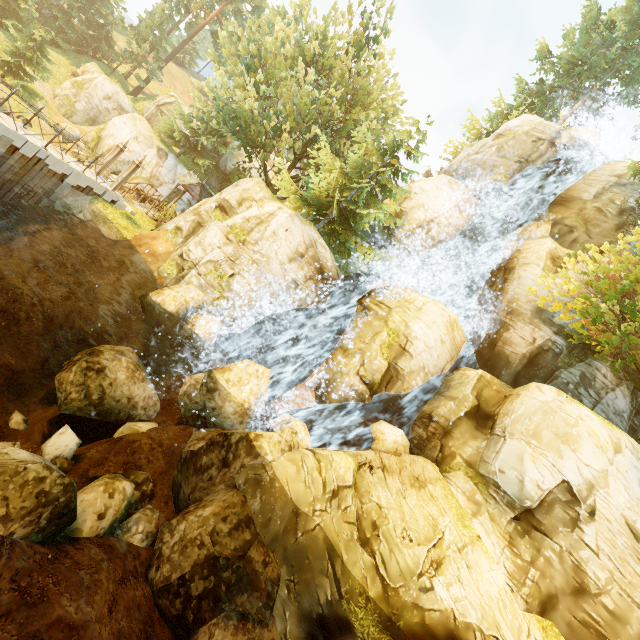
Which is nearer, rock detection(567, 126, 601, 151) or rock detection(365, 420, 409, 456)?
rock detection(365, 420, 409, 456)

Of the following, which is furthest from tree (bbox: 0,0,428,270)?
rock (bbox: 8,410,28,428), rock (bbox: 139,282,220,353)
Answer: rock (bbox: 8,410,28,428)

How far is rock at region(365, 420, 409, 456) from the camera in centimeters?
1374cm

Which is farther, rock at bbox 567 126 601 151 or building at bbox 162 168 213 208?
building at bbox 162 168 213 208

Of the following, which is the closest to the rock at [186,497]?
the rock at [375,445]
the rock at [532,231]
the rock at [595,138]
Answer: the rock at [375,445]

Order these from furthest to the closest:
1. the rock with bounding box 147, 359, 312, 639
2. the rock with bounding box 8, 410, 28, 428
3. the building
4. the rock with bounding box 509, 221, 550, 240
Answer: the building < the rock with bounding box 509, 221, 550, 240 < the rock with bounding box 8, 410, 28, 428 < the rock with bounding box 147, 359, 312, 639

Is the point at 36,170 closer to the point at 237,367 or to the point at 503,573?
the point at 237,367

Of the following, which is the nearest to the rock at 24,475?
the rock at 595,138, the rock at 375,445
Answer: the rock at 375,445
